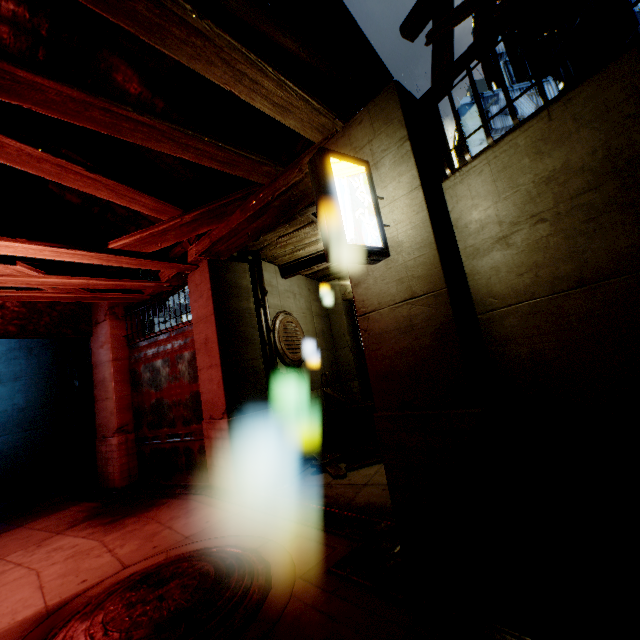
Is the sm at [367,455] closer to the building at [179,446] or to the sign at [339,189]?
the building at [179,446]

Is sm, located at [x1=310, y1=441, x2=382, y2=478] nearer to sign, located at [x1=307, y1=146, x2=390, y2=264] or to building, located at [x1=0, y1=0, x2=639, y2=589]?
building, located at [x1=0, y1=0, x2=639, y2=589]

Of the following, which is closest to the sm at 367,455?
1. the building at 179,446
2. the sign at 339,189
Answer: the building at 179,446

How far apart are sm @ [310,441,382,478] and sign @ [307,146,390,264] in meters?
5.2 m

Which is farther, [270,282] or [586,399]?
[270,282]

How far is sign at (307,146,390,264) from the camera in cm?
327

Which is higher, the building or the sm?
the building
